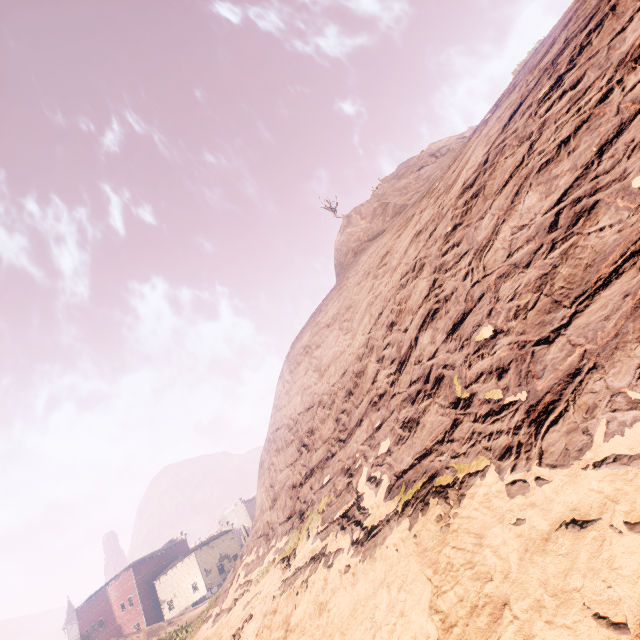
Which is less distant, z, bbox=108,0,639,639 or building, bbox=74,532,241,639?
z, bbox=108,0,639,639

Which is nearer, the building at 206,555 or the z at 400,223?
the z at 400,223

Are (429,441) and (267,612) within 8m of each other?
yes
